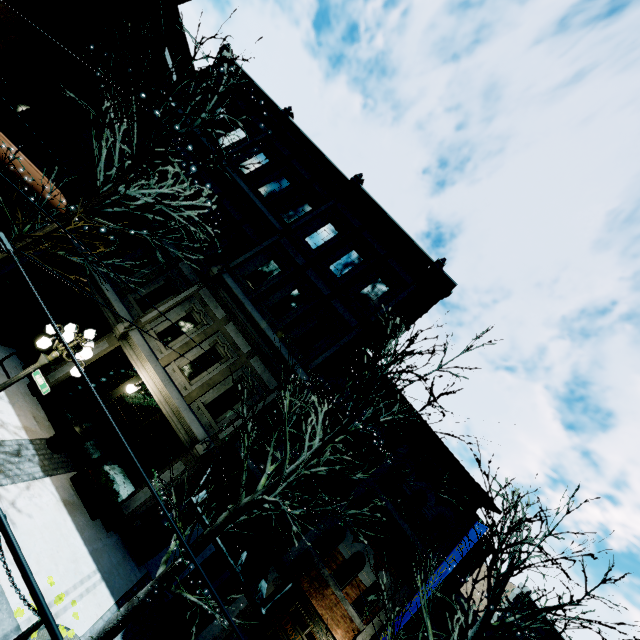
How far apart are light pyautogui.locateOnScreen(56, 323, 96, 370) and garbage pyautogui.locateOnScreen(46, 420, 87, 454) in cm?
295

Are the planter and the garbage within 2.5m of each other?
yes

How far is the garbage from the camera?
9.6 meters

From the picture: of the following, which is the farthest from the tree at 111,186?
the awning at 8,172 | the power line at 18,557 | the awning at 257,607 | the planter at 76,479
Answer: the power line at 18,557

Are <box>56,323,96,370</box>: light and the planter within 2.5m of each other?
no

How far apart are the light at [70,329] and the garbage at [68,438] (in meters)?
2.95

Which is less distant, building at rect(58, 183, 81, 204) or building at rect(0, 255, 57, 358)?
building at rect(0, 255, 57, 358)

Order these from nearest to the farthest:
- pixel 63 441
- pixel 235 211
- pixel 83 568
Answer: pixel 83 568
pixel 63 441
pixel 235 211
